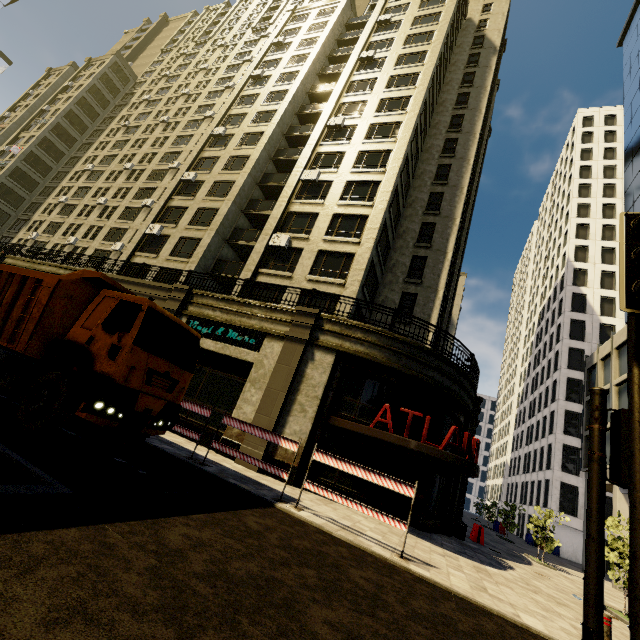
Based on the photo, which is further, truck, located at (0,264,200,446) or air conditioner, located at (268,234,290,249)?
air conditioner, located at (268,234,290,249)

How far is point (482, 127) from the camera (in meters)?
33.41

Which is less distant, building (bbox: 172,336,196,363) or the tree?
the tree

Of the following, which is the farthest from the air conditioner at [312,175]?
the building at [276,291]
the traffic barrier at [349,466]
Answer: the traffic barrier at [349,466]

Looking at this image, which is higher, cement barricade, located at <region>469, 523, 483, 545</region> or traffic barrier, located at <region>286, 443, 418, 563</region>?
traffic barrier, located at <region>286, 443, 418, 563</region>

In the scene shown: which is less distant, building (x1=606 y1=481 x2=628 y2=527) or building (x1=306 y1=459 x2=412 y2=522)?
building (x1=306 y1=459 x2=412 y2=522)

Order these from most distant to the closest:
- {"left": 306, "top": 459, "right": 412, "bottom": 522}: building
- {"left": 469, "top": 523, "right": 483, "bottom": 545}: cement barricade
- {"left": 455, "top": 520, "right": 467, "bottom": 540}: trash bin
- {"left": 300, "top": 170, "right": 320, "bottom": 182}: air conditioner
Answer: {"left": 300, "top": 170, "right": 320, "bottom": 182}: air conditioner
{"left": 469, "top": 523, "right": 483, "bottom": 545}: cement barricade
{"left": 455, "top": 520, "right": 467, "bottom": 540}: trash bin
{"left": 306, "top": 459, "right": 412, "bottom": 522}: building

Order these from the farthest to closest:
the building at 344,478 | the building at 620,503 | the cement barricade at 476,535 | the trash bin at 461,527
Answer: the building at 620,503
the cement barricade at 476,535
the trash bin at 461,527
the building at 344,478
